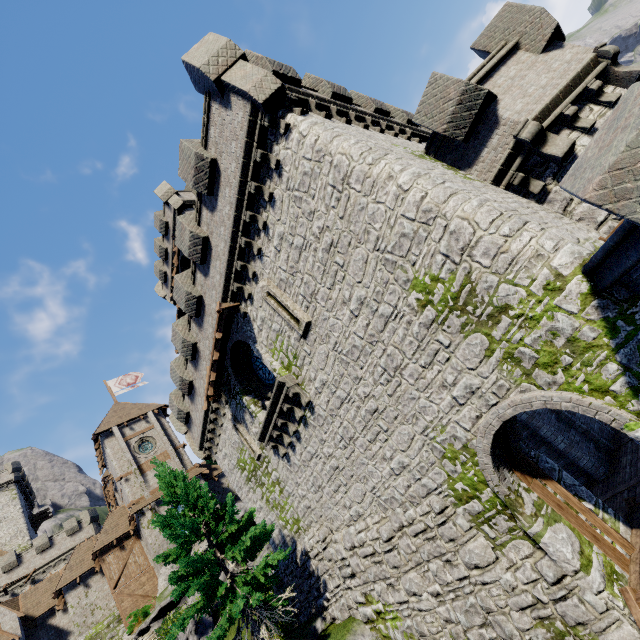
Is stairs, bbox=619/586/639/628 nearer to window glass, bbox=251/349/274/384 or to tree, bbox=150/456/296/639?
tree, bbox=150/456/296/639

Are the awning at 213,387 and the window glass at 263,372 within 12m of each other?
yes

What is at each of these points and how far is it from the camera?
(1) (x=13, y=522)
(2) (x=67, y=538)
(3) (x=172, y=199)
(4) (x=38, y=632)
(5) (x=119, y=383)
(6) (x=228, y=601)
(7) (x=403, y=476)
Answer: (1) building, 44.44m
(2) building tower, 40.78m
(3) building, 26.44m
(4) building, 27.02m
(5) flag, 39.97m
(6) tree, 11.22m
(7) building tower, 9.49m

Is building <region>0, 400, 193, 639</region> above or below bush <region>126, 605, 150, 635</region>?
above

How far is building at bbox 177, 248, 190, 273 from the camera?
28.7m

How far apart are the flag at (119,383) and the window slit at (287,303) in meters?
35.5 m

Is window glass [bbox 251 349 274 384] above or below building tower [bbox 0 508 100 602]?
below

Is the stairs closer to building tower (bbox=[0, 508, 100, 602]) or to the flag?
the flag
